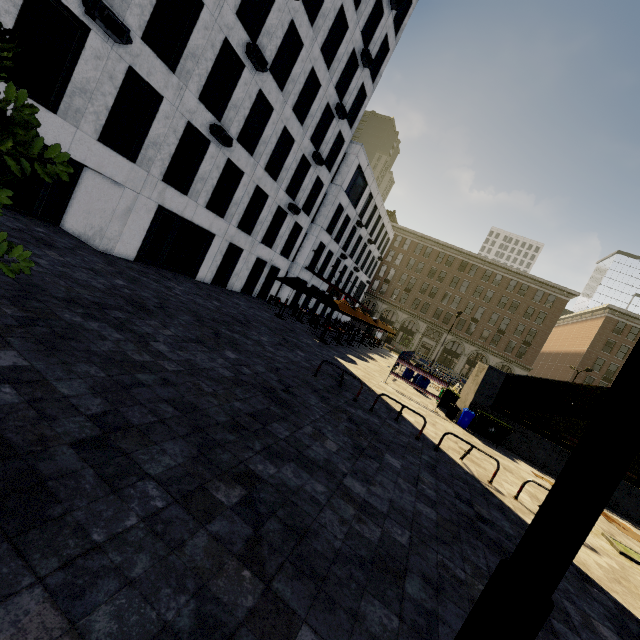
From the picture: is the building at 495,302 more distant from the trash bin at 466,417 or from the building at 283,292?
the trash bin at 466,417

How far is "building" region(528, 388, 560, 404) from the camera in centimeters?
4855cm

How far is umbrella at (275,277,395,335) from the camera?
18.7 meters

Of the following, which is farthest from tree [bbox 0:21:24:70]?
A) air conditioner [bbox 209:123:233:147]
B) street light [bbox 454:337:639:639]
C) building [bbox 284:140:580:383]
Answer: air conditioner [bbox 209:123:233:147]

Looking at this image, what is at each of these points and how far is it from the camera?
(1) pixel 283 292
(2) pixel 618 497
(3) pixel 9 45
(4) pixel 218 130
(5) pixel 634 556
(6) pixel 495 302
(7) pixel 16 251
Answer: (1) building, 29.9m
(2) underground building, 13.5m
(3) tree, 1.9m
(4) air conditioner, 15.1m
(5) tree, 8.8m
(6) building, 51.8m
(7) tree, 2.9m

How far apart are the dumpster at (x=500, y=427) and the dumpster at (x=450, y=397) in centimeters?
133cm

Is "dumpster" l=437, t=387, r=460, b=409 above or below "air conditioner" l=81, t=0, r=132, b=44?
below

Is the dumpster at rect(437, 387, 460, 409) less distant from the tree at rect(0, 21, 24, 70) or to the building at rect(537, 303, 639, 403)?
the tree at rect(0, 21, 24, 70)
